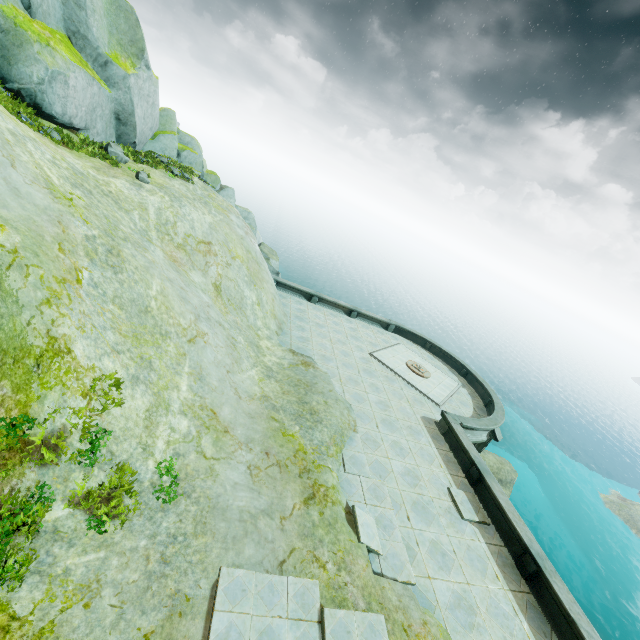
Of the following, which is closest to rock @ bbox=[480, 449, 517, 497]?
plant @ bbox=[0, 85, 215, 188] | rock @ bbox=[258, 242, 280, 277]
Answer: rock @ bbox=[258, 242, 280, 277]

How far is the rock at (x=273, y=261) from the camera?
28.0 meters

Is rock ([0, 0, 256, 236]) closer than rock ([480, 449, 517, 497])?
Yes

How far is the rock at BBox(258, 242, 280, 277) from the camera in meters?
28.0

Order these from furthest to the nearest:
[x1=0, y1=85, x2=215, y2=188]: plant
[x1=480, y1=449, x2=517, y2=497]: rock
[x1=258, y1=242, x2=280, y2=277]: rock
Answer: [x1=480, y1=449, x2=517, y2=497]: rock → [x1=258, y1=242, x2=280, y2=277]: rock → [x1=0, y1=85, x2=215, y2=188]: plant

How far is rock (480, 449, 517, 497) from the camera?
28.5 meters

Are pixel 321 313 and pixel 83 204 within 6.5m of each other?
no

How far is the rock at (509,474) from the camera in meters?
28.5
